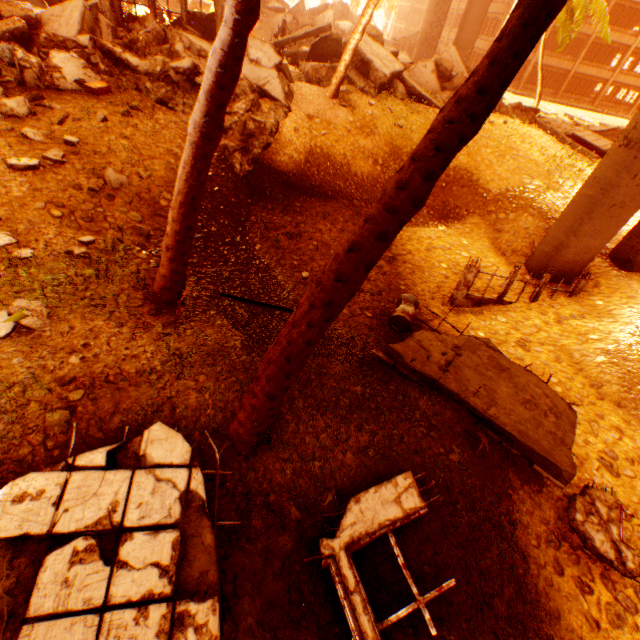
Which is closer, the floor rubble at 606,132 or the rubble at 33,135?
the rubble at 33,135

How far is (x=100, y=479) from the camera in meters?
3.2 m

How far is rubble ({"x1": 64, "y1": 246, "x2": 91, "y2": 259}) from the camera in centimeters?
542cm

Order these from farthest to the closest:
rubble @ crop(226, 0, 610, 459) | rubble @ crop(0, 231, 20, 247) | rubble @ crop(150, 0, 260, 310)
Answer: rubble @ crop(0, 231, 20, 247) < rubble @ crop(150, 0, 260, 310) < rubble @ crop(226, 0, 610, 459)

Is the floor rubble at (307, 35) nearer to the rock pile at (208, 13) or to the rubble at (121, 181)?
the rock pile at (208, 13)

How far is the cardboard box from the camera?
9.27m

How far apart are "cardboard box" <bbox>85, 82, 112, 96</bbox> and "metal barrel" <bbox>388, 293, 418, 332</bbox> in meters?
10.2

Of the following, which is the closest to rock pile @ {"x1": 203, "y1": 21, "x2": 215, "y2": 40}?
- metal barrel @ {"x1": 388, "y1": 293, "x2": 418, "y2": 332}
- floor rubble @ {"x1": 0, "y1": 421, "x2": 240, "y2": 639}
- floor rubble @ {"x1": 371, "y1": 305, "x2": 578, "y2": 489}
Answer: floor rubble @ {"x1": 0, "y1": 421, "x2": 240, "y2": 639}
